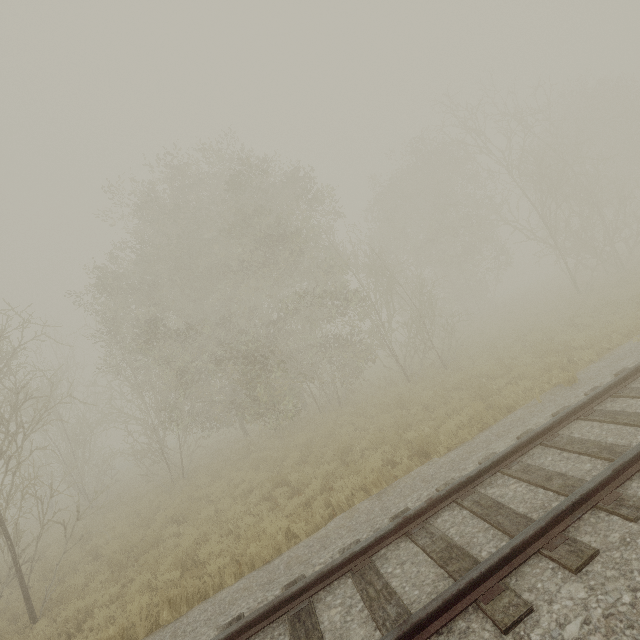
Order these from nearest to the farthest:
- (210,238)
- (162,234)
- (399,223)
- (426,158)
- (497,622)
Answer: (497,622)
(210,238)
(162,234)
(399,223)
(426,158)
